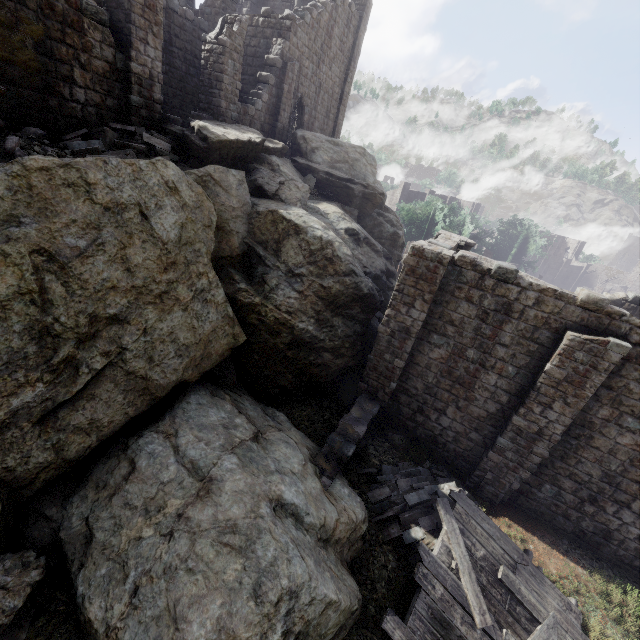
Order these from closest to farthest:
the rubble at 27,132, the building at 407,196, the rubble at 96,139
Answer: the rubble at 27,132 < the rubble at 96,139 < the building at 407,196

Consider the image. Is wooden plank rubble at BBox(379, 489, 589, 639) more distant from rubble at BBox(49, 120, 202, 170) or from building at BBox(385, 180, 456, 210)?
rubble at BBox(49, 120, 202, 170)

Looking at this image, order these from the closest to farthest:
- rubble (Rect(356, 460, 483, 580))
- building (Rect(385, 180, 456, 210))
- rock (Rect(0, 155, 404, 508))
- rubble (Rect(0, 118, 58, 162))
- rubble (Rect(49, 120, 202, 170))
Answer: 1. rock (Rect(0, 155, 404, 508))
2. rubble (Rect(0, 118, 58, 162))
3. rubble (Rect(356, 460, 483, 580))
4. rubble (Rect(49, 120, 202, 170))
5. building (Rect(385, 180, 456, 210))

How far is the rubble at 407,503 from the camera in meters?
8.8

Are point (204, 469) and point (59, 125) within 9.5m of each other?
no

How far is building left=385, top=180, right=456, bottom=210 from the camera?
51.9m

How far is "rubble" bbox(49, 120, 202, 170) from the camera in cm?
959

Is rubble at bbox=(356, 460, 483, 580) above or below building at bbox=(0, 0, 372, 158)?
below
